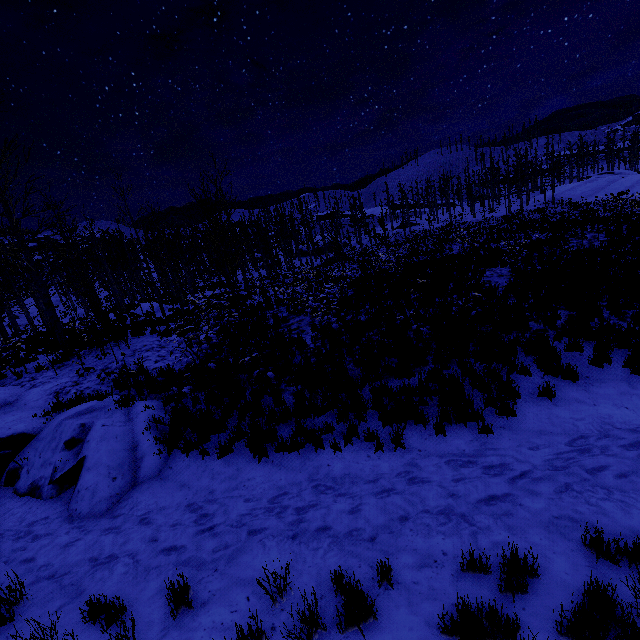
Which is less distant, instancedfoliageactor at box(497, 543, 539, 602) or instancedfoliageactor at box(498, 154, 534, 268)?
instancedfoliageactor at box(497, 543, 539, 602)

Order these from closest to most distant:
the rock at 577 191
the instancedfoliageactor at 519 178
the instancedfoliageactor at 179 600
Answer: the instancedfoliageactor at 179 600 → the instancedfoliageactor at 519 178 → the rock at 577 191

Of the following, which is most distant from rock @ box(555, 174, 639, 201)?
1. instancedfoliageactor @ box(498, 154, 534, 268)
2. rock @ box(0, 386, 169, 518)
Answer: rock @ box(0, 386, 169, 518)

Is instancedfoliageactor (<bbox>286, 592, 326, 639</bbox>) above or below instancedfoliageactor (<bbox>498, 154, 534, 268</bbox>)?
below

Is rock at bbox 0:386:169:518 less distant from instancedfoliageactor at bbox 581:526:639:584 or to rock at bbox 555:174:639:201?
instancedfoliageactor at bbox 581:526:639:584

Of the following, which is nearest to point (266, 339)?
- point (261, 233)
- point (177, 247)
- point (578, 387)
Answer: point (578, 387)

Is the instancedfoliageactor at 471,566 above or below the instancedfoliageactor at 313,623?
below
